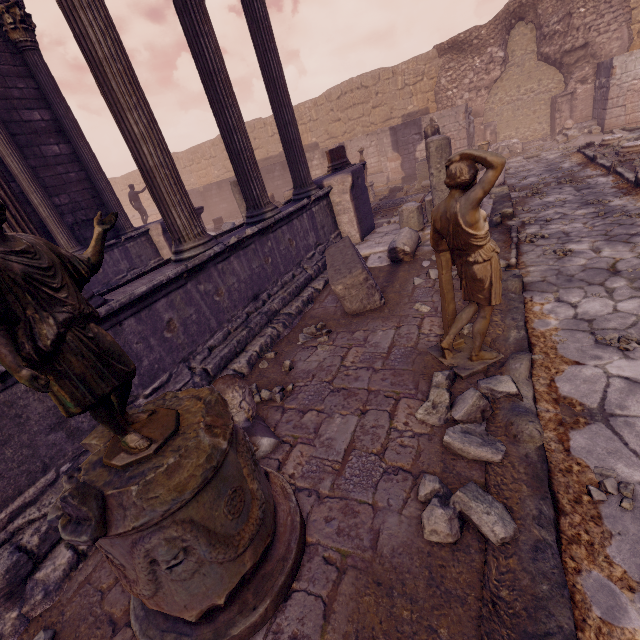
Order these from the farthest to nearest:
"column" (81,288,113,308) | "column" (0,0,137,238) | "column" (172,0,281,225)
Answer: A:
"column" (0,0,137,238)
"column" (172,0,281,225)
"column" (81,288,113,308)

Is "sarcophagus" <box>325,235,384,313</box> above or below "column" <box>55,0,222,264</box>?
below

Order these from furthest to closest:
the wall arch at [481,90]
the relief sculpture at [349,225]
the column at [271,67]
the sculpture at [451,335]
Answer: the wall arch at [481,90] → the relief sculpture at [349,225] → the column at [271,67] → the sculpture at [451,335]

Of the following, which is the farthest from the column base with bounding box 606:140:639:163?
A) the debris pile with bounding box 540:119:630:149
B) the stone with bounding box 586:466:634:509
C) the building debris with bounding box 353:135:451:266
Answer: the stone with bounding box 586:466:634:509

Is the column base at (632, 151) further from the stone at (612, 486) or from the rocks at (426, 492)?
the rocks at (426, 492)

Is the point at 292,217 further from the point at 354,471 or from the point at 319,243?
the point at 354,471

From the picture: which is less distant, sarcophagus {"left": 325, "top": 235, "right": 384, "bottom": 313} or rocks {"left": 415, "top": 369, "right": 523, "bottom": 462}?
rocks {"left": 415, "top": 369, "right": 523, "bottom": 462}

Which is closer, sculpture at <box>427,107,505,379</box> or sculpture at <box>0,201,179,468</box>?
sculpture at <box>0,201,179,468</box>
